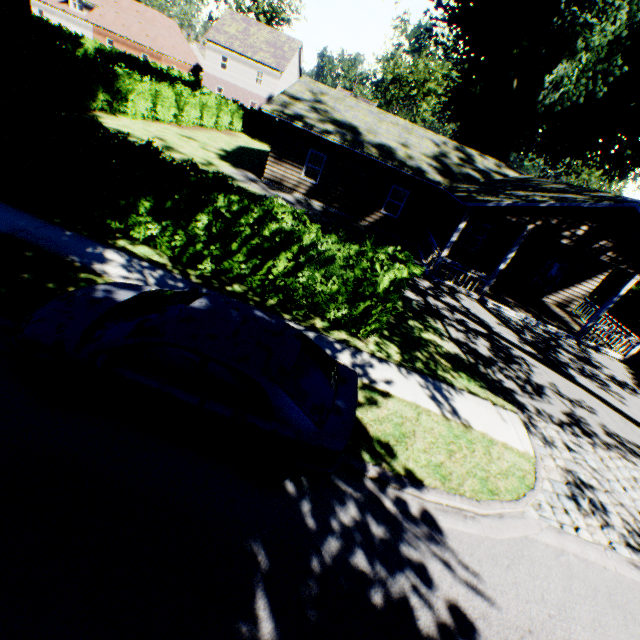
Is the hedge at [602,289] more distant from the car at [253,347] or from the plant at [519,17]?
the car at [253,347]

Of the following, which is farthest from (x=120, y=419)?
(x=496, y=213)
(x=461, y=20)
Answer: (x=461, y=20)

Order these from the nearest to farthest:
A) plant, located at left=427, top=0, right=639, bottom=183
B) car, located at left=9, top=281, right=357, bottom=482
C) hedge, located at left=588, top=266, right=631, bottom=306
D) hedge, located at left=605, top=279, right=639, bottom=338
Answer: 1. car, located at left=9, top=281, right=357, bottom=482
2. plant, located at left=427, top=0, right=639, bottom=183
3. hedge, located at left=605, top=279, right=639, bottom=338
4. hedge, located at left=588, top=266, right=631, bottom=306

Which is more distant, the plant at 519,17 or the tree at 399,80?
the tree at 399,80

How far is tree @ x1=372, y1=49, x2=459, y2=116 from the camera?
47.0m

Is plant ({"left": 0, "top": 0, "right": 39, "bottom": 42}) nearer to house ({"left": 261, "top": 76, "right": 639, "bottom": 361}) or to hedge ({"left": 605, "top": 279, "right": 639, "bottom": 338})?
house ({"left": 261, "top": 76, "right": 639, "bottom": 361})

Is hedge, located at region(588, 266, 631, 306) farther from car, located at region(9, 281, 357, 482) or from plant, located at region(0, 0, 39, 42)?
car, located at region(9, 281, 357, 482)

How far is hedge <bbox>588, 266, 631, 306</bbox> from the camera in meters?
23.2 m
